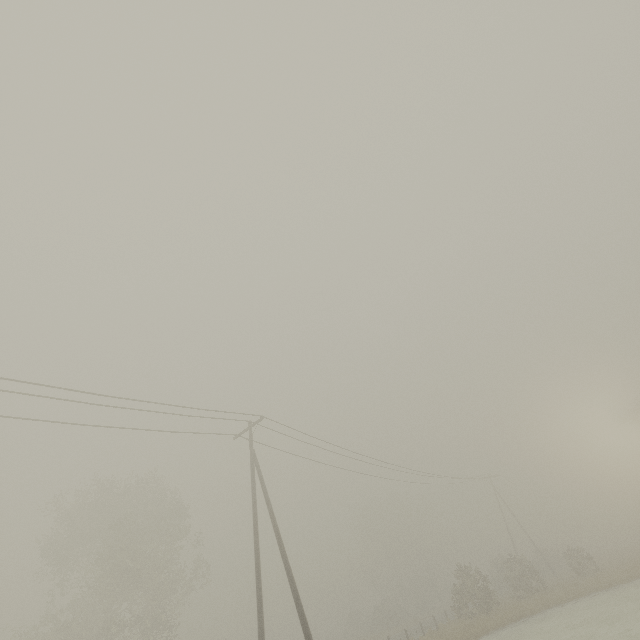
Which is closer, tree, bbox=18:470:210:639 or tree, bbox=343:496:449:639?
tree, bbox=18:470:210:639

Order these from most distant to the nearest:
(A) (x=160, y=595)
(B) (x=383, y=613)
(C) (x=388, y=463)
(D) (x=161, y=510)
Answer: (B) (x=383, y=613) → (D) (x=161, y=510) → (A) (x=160, y=595) → (C) (x=388, y=463)

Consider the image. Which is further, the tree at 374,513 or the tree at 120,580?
the tree at 374,513
